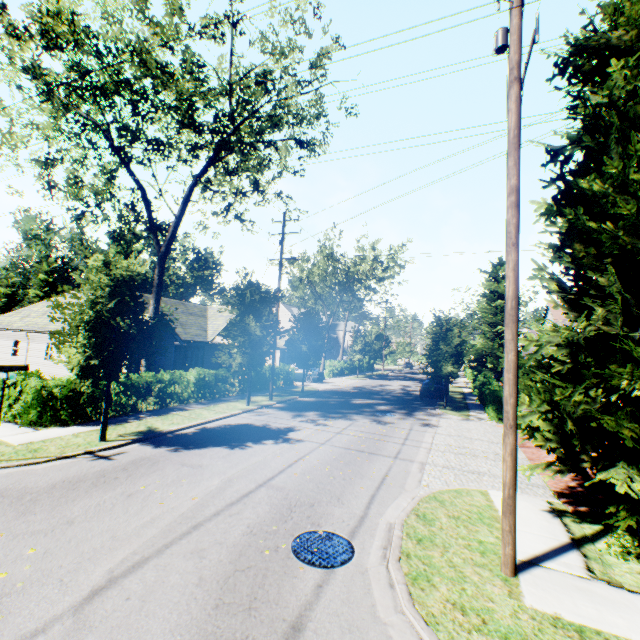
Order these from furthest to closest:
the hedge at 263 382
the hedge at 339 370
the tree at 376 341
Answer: the tree at 376 341 < the hedge at 339 370 < the hedge at 263 382

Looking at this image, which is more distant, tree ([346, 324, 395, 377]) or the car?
tree ([346, 324, 395, 377])

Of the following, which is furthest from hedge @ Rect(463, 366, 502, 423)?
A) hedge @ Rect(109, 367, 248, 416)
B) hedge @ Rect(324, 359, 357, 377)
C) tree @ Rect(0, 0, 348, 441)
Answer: hedge @ Rect(109, 367, 248, 416)

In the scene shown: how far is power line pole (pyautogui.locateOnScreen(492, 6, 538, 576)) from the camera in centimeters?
525cm

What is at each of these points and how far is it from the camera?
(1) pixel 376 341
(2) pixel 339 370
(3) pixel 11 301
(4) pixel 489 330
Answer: (1) tree, 46.3m
(2) hedge, 40.9m
(3) tree, 52.9m
(4) tree, 35.4m

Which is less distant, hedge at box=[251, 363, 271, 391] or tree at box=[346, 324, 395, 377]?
hedge at box=[251, 363, 271, 391]

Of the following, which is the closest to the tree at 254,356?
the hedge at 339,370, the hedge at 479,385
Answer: the hedge at 339,370

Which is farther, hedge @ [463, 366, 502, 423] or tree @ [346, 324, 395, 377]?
tree @ [346, 324, 395, 377]
